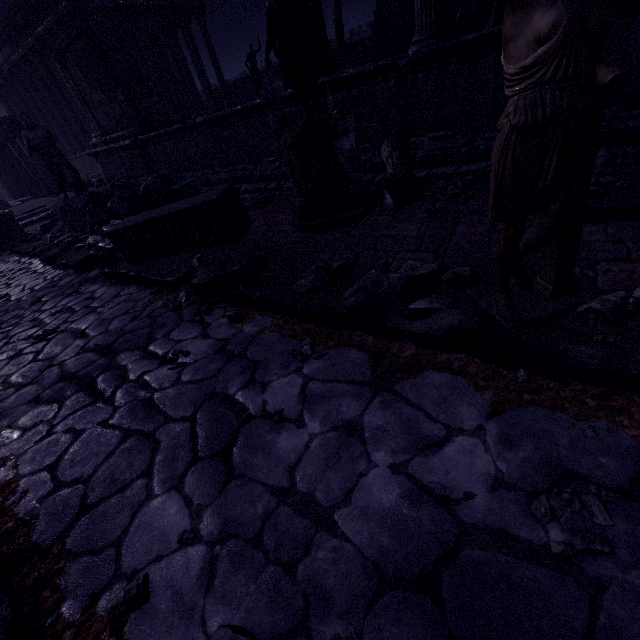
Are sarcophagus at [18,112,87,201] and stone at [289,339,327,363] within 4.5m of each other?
no

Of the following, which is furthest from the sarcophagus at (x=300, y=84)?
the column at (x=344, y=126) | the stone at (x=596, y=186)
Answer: the stone at (x=596, y=186)

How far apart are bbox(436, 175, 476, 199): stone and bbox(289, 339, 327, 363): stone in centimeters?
257cm

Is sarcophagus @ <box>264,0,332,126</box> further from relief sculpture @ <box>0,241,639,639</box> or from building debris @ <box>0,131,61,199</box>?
building debris @ <box>0,131,61,199</box>

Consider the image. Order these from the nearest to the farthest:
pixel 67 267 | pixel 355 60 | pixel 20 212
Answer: pixel 67 267 → pixel 355 60 → pixel 20 212

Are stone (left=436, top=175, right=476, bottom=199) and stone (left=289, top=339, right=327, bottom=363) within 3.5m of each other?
yes

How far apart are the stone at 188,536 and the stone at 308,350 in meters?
1.1

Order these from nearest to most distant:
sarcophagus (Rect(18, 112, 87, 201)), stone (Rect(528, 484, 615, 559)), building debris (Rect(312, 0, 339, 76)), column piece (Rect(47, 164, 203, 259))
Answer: stone (Rect(528, 484, 615, 559)) → building debris (Rect(312, 0, 339, 76)) → column piece (Rect(47, 164, 203, 259)) → sarcophagus (Rect(18, 112, 87, 201))
